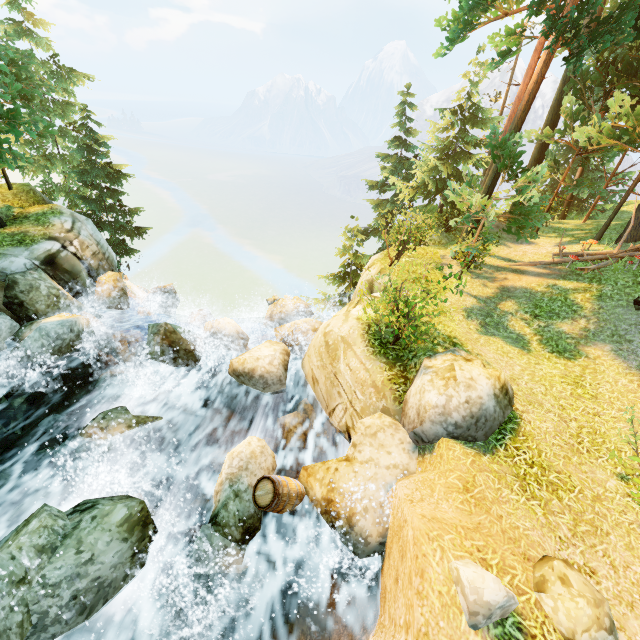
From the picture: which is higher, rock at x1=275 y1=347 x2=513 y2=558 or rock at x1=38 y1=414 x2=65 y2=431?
rock at x1=275 y1=347 x2=513 y2=558

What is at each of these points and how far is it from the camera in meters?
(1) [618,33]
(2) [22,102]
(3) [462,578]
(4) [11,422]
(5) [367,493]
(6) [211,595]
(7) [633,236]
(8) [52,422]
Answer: →
(1) tree, 10.1 m
(2) tree, 14.9 m
(3) rock, 3.8 m
(4) rock, 8.1 m
(5) rock, 6.4 m
(6) rock, 5.6 m
(7) tree, 13.9 m
(8) rock, 8.8 m

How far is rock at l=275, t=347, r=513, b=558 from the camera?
6.0m

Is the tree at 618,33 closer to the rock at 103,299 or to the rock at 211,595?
the rock at 103,299

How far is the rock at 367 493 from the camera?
6.01m

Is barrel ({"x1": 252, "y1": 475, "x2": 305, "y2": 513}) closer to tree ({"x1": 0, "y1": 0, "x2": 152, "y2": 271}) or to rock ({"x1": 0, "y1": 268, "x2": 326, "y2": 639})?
rock ({"x1": 0, "y1": 268, "x2": 326, "y2": 639})
